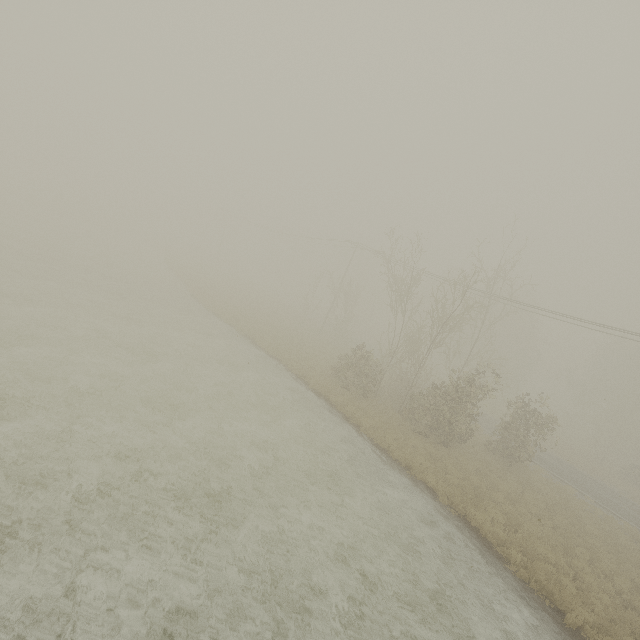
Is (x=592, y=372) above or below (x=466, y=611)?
above

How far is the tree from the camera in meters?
13.8 m

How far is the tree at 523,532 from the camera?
13.8 meters
